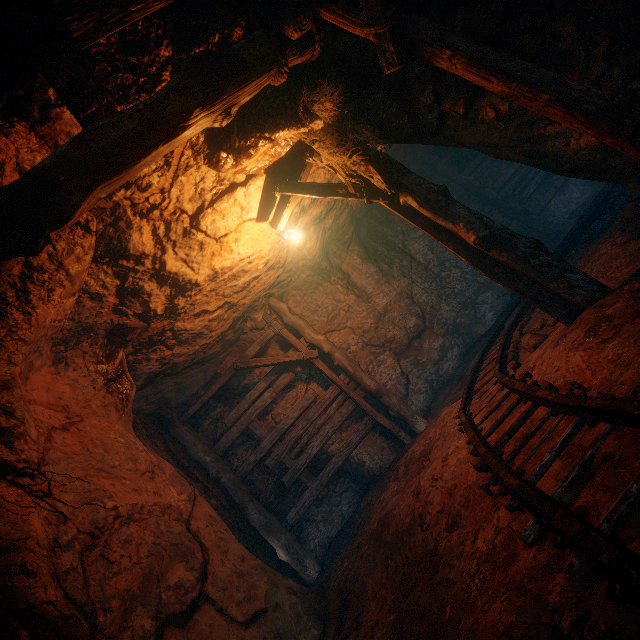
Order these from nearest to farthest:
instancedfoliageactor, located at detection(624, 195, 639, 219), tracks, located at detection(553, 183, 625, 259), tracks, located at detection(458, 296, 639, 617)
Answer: tracks, located at detection(458, 296, 639, 617)
instancedfoliageactor, located at detection(624, 195, 639, 219)
tracks, located at detection(553, 183, 625, 259)

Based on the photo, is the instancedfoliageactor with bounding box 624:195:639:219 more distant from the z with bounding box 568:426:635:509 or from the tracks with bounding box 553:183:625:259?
the tracks with bounding box 553:183:625:259

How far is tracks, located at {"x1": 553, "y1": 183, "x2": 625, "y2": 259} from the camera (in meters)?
6.24

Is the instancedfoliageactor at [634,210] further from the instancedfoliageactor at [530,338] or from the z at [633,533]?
the instancedfoliageactor at [530,338]

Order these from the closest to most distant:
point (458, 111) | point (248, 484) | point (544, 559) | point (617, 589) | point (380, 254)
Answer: point (617, 589), point (544, 559), point (458, 111), point (248, 484), point (380, 254)

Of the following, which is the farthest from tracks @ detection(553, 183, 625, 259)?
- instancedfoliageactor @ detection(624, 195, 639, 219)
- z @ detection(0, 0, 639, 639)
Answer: instancedfoliageactor @ detection(624, 195, 639, 219)

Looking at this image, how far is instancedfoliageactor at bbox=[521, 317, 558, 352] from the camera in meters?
4.3 m

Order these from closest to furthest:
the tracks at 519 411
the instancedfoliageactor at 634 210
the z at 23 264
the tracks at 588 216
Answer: the tracks at 519 411 < the z at 23 264 < the instancedfoliageactor at 634 210 < the tracks at 588 216
